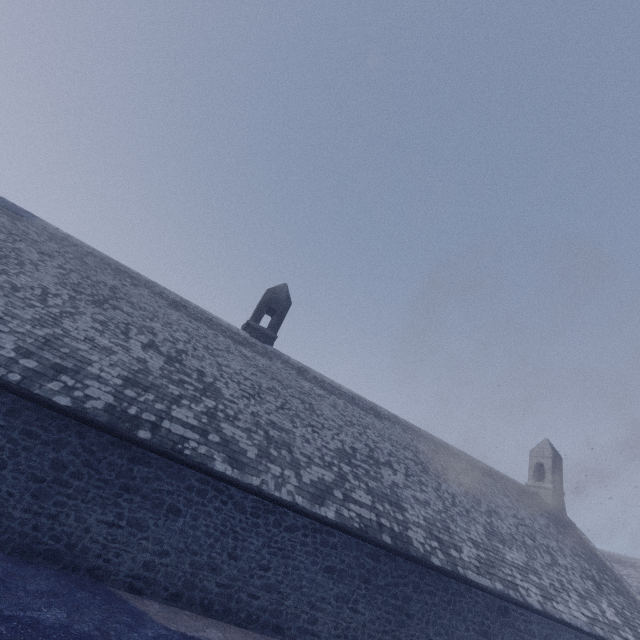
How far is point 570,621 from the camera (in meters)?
11.95
